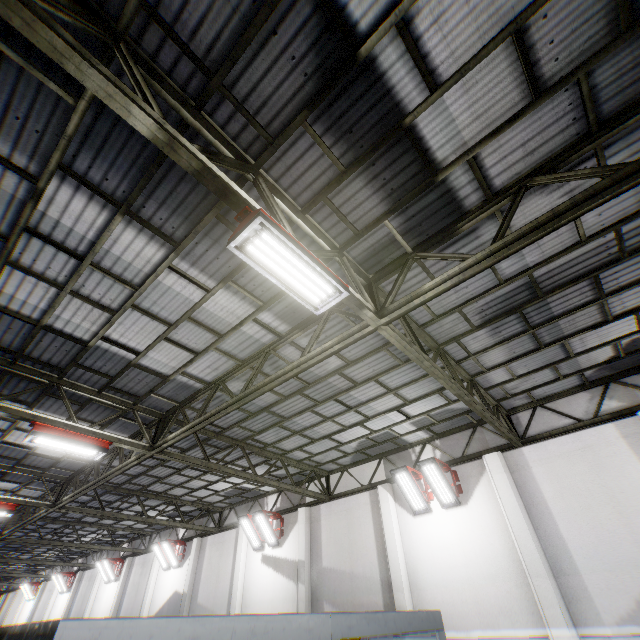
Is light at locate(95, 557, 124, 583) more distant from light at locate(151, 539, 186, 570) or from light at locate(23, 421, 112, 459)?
light at locate(23, 421, 112, 459)

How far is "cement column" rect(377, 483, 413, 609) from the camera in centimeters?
955cm

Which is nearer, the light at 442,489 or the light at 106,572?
the light at 442,489

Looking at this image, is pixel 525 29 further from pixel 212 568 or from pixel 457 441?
pixel 212 568

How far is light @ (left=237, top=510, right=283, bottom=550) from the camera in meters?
13.7 m

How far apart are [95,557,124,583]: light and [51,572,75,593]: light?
7.4m

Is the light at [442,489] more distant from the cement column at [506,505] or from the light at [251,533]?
the light at [251,533]

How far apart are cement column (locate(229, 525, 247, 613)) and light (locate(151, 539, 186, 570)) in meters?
4.8 m
